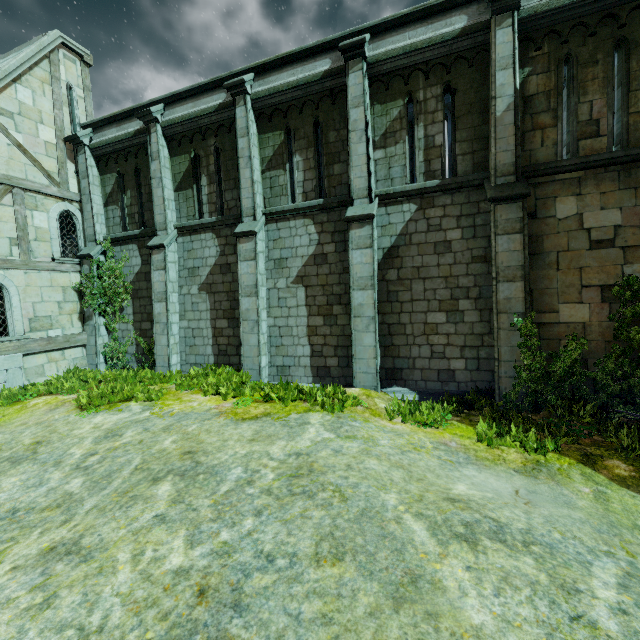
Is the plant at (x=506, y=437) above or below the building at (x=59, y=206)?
below

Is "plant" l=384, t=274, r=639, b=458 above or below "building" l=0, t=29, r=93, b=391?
below

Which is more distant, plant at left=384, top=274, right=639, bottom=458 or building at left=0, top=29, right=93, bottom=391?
building at left=0, top=29, right=93, bottom=391

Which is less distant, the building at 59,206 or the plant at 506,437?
the plant at 506,437

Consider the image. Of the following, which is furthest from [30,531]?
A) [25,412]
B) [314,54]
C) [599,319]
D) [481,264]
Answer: [314,54]
